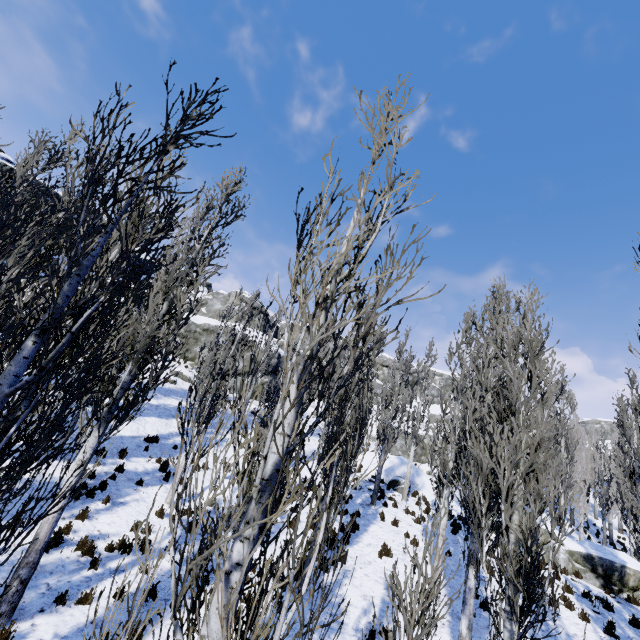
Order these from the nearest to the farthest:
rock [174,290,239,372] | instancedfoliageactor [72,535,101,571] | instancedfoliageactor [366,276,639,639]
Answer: instancedfoliageactor [366,276,639,639] → instancedfoliageactor [72,535,101,571] → rock [174,290,239,372]

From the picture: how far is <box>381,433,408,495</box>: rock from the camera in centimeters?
2138cm

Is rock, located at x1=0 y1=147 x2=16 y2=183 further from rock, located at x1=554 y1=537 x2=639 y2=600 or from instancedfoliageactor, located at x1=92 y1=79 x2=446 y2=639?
rock, located at x1=554 y1=537 x2=639 y2=600

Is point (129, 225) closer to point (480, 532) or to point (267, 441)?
point (267, 441)

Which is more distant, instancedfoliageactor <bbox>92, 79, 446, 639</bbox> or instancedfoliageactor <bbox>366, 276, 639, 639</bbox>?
instancedfoliageactor <bbox>366, 276, 639, 639</bbox>

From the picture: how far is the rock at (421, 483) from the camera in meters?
22.2 m

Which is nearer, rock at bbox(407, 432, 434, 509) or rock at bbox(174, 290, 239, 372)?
rock at bbox(407, 432, 434, 509)

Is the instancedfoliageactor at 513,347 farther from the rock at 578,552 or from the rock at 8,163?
the rock at 8,163
